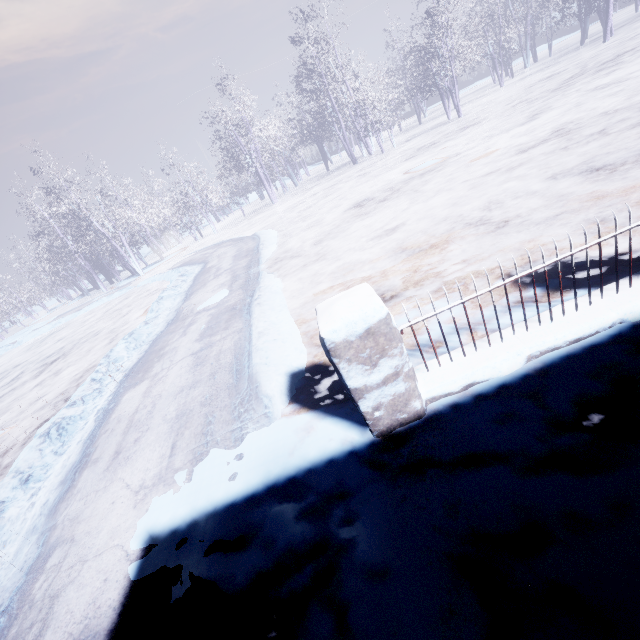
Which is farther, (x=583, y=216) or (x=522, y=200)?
(x=522, y=200)
